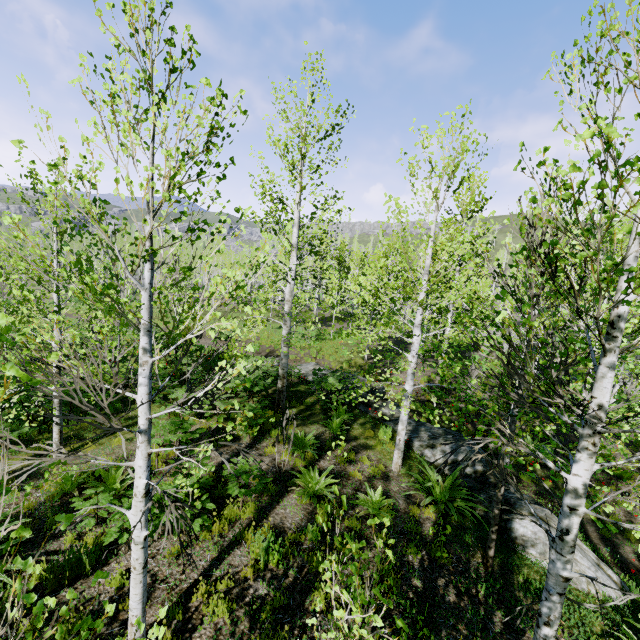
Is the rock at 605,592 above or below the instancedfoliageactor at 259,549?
below

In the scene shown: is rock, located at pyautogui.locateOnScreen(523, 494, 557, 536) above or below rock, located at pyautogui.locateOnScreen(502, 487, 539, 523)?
above

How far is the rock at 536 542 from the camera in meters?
6.1 m

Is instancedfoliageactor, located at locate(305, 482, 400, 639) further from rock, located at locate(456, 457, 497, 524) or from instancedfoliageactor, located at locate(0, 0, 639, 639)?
instancedfoliageactor, located at locate(0, 0, 639, 639)

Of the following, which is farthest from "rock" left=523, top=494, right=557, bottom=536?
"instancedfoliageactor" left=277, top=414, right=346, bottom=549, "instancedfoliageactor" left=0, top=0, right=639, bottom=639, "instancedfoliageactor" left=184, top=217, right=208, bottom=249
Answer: "instancedfoliageactor" left=184, top=217, right=208, bottom=249

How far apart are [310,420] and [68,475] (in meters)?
7.56

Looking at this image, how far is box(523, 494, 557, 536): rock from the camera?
6.4m

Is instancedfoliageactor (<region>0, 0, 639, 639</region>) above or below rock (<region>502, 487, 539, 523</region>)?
above
